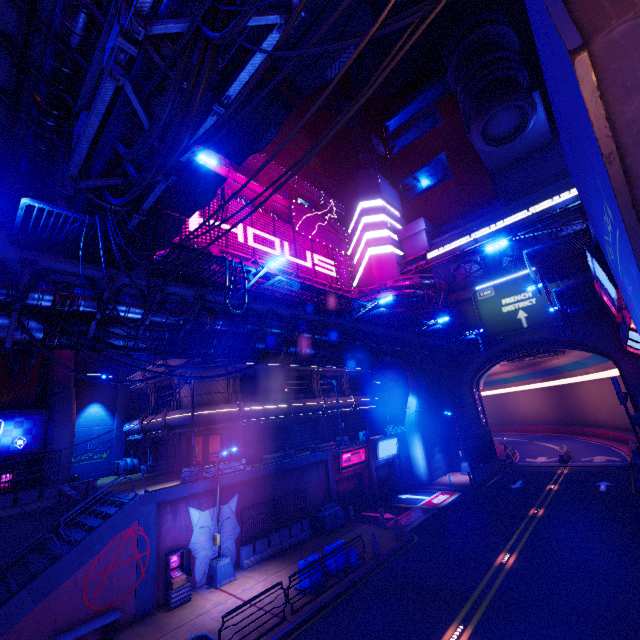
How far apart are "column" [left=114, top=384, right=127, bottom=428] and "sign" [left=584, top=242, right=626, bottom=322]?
36.6m

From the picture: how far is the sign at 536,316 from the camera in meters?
30.2

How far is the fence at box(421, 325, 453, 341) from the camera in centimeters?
2411cm

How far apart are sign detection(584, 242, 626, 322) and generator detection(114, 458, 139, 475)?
34.54m

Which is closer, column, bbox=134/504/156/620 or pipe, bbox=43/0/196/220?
pipe, bbox=43/0/196/220

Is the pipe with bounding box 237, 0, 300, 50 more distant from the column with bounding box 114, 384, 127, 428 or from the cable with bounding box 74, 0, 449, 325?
the column with bounding box 114, 384, 127, 428

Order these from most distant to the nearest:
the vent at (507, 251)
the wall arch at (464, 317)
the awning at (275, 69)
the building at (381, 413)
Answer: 1. the building at (381, 413)
2. the wall arch at (464, 317)
3. the vent at (507, 251)
4. the awning at (275, 69)

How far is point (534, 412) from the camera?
58.2m
